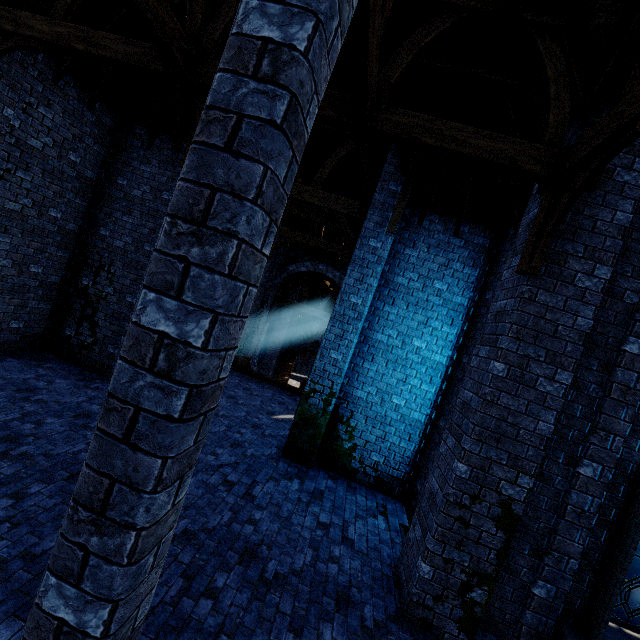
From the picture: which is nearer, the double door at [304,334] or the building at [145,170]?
the building at [145,170]

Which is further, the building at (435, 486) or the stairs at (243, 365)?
the stairs at (243, 365)

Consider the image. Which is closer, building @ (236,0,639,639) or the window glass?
building @ (236,0,639,639)

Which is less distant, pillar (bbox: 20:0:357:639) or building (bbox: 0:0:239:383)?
pillar (bbox: 20:0:357:639)

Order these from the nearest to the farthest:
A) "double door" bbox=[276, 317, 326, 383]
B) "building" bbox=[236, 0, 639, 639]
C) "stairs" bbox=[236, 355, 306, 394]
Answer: "building" bbox=[236, 0, 639, 639], "stairs" bbox=[236, 355, 306, 394], "double door" bbox=[276, 317, 326, 383]

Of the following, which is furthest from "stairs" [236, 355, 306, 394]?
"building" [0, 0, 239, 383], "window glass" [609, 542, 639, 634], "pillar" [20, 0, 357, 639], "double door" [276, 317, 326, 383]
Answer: "pillar" [20, 0, 357, 639]

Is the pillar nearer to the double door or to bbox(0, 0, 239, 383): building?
bbox(0, 0, 239, 383): building

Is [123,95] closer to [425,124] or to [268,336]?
[425,124]
